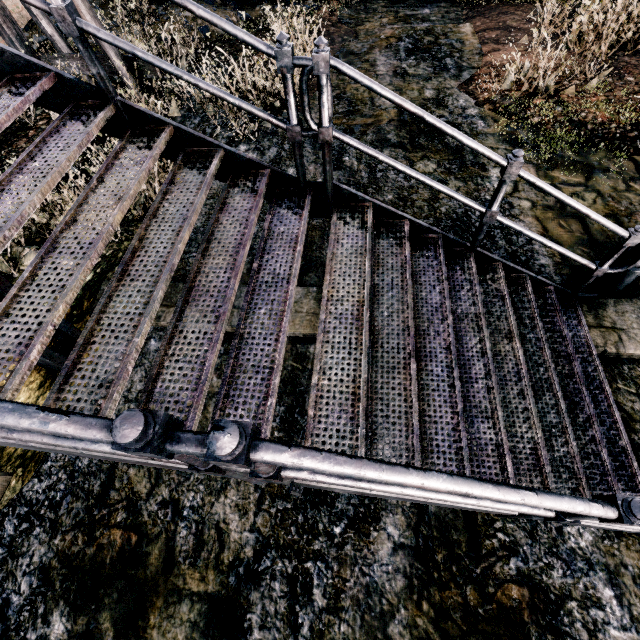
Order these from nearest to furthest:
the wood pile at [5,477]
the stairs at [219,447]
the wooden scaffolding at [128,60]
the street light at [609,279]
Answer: the stairs at [219,447], the wood pile at [5,477], the street light at [609,279], the wooden scaffolding at [128,60]

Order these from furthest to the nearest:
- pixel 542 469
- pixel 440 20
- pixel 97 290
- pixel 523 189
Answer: pixel 440 20
pixel 523 189
pixel 97 290
pixel 542 469

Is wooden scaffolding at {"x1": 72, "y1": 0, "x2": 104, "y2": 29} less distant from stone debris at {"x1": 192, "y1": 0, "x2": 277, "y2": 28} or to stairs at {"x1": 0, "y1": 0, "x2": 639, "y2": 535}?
stone debris at {"x1": 192, "y1": 0, "x2": 277, "y2": 28}

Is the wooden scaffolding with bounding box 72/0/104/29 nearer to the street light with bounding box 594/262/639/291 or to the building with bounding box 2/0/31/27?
the building with bounding box 2/0/31/27

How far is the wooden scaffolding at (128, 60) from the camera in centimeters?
856cm

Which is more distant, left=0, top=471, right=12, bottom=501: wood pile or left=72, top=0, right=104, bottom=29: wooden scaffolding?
left=72, top=0, right=104, bottom=29: wooden scaffolding

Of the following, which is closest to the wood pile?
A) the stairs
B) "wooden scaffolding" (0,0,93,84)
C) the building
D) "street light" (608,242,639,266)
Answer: the stairs

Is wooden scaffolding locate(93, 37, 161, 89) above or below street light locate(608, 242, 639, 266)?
above
